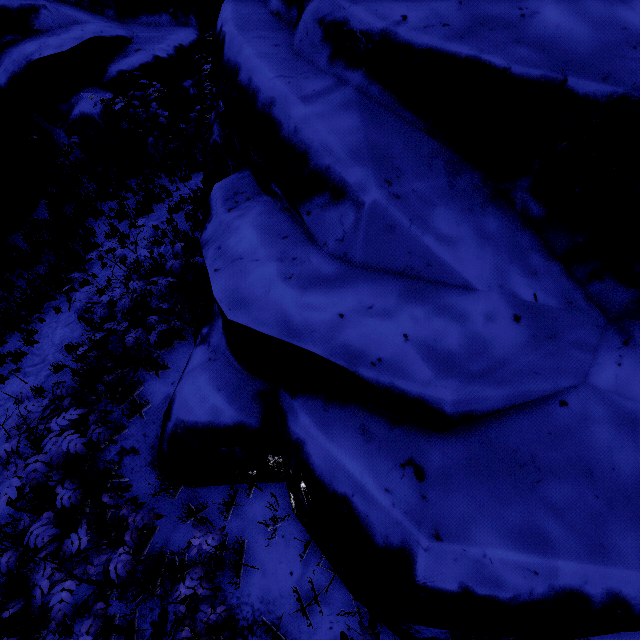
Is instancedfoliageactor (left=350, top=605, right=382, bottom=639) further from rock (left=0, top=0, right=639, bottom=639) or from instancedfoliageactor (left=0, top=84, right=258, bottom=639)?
instancedfoliageactor (left=0, top=84, right=258, bottom=639)

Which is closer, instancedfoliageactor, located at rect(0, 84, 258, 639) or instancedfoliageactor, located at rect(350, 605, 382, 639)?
instancedfoliageactor, located at rect(350, 605, 382, 639)

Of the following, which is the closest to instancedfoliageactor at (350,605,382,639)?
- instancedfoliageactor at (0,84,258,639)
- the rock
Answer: the rock

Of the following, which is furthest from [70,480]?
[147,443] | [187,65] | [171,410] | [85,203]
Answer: [187,65]

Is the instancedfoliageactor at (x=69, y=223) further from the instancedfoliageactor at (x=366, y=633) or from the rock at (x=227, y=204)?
the instancedfoliageactor at (x=366, y=633)

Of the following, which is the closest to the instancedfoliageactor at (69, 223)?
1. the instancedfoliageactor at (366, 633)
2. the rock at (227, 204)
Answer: the rock at (227, 204)
